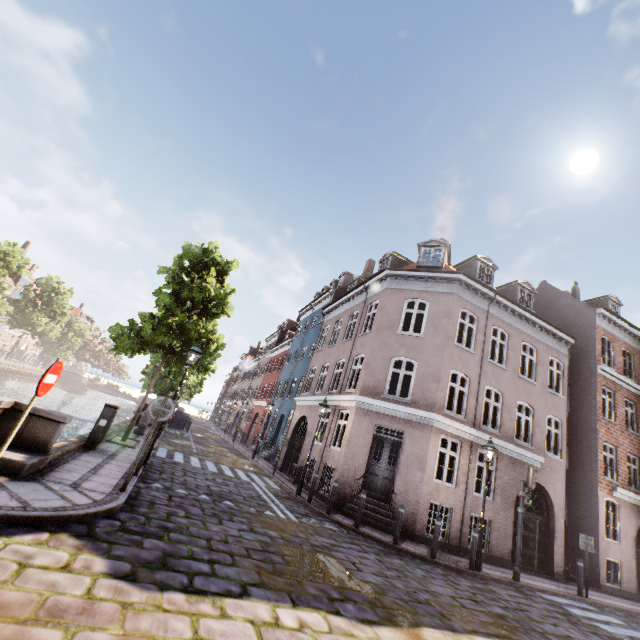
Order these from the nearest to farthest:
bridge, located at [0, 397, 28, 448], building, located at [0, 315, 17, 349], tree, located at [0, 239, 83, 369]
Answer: bridge, located at [0, 397, 28, 448] → tree, located at [0, 239, 83, 369] → building, located at [0, 315, 17, 349]

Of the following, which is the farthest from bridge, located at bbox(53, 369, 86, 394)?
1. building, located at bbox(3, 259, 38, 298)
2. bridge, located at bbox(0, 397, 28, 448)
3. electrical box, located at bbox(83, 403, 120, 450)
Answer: bridge, located at bbox(0, 397, 28, 448)

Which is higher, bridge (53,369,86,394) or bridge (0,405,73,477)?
bridge (0,405,73,477)

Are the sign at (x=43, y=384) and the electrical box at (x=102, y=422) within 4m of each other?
no

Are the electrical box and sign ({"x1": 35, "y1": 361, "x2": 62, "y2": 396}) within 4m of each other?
no

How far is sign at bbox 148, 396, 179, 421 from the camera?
6.9m

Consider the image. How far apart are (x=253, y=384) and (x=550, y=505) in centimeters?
3401cm

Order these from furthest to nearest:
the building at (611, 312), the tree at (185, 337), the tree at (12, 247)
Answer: the tree at (12, 247)
the building at (611, 312)
the tree at (185, 337)
